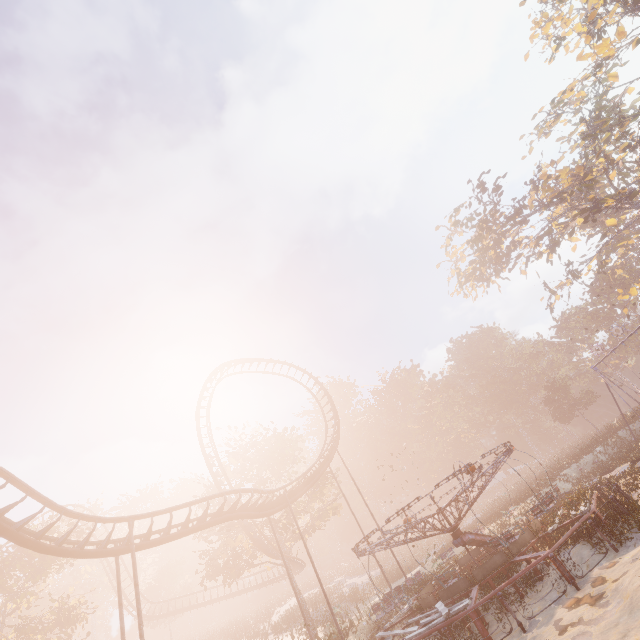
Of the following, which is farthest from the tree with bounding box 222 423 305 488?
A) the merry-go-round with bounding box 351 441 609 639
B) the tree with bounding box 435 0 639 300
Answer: the tree with bounding box 435 0 639 300

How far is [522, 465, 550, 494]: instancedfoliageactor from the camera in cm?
2764

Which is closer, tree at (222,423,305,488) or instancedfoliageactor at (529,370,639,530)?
instancedfoliageactor at (529,370,639,530)

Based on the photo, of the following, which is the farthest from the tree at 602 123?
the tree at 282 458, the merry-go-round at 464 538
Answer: the tree at 282 458

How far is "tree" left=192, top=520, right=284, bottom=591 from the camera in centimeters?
2911cm

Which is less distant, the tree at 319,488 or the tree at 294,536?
the tree at 294,536

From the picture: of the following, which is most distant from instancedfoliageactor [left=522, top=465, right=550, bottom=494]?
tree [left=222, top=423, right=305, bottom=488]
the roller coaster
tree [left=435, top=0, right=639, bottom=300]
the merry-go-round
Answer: tree [left=435, top=0, right=639, bottom=300]

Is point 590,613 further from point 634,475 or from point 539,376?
point 539,376
